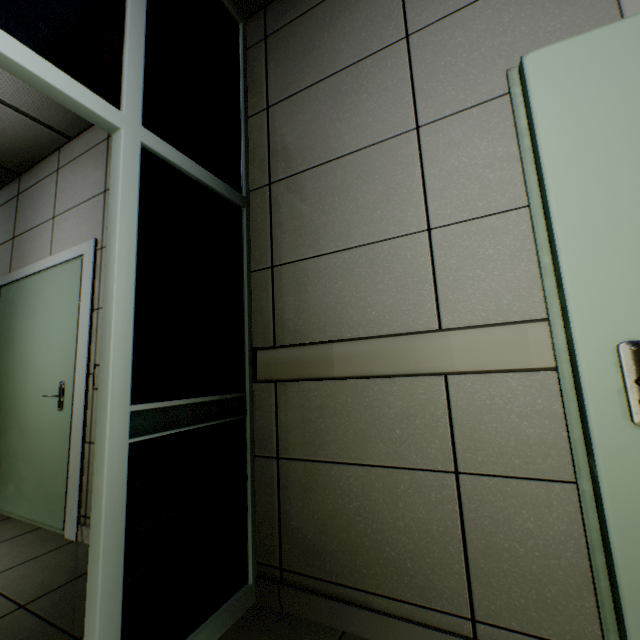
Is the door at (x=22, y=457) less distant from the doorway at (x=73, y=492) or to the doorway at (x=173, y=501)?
the doorway at (x=73, y=492)

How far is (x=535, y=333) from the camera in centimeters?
111cm

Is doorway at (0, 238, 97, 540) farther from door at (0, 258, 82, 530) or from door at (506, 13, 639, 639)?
door at (506, 13, 639, 639)

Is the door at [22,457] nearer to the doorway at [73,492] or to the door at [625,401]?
the doorway at [73,492]

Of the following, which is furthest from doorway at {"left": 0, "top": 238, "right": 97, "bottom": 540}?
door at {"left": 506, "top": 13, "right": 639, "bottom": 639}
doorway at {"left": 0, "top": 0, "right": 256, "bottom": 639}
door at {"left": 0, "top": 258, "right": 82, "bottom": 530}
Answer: door at {"left": 506, "top": 13, "right": 639, "bottom": 639}

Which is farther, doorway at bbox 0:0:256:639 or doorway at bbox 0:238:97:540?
doorway at bbox 0:238:97:540

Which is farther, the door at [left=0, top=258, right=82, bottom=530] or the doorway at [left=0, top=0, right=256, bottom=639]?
the door at [left=0, top=258, right=82, bottom=530]

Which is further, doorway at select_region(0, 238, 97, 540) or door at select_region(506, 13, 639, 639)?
doorway at select_region(0, 238, 97, 540)
